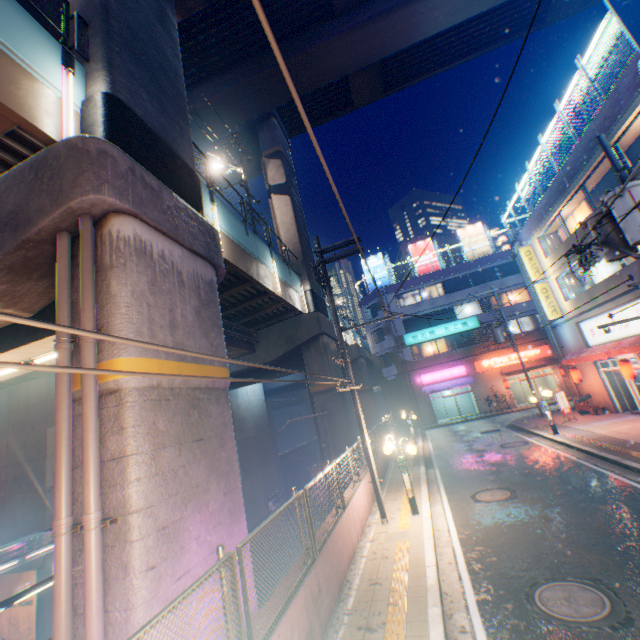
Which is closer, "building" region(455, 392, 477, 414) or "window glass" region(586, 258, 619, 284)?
"window glass" region(586, 258, 619, 284)

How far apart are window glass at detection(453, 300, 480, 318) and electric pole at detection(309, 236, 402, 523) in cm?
2637

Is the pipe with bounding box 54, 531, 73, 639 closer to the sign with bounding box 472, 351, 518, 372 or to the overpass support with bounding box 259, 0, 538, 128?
the overpass support with bounding box 259, 0, 538, 128

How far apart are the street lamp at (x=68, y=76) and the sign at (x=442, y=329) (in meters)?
32.66

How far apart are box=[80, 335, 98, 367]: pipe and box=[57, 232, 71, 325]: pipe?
0.2m

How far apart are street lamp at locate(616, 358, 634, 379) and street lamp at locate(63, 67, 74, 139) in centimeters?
2165cm

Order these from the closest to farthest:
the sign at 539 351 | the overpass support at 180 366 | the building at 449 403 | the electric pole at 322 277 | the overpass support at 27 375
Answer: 1. the overpass support at 180 366
2. the overpass support at 27 375
3. the electric pole at 322 277
4. the sign at 539 351
5. the building at 449 403

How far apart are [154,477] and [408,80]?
30.0m
